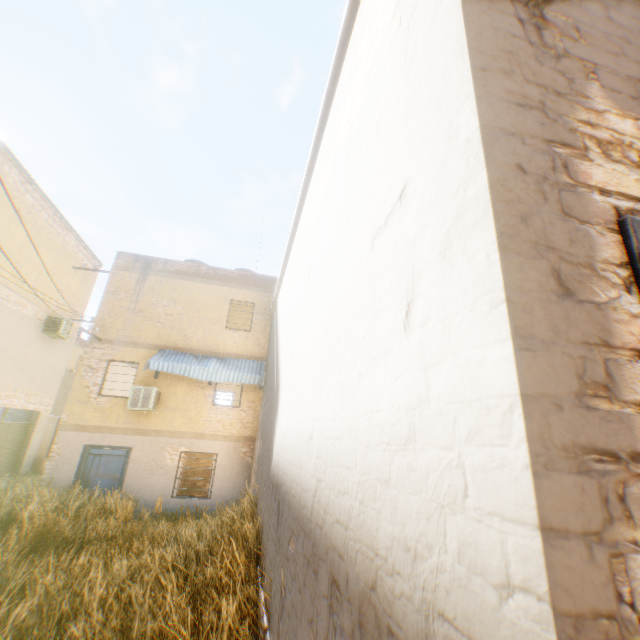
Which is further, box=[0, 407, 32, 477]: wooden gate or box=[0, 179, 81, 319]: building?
box=[0, 407, 32, 477]: wooden gate

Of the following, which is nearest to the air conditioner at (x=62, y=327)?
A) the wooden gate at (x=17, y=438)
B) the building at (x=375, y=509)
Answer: the building at (x=375, y=509)

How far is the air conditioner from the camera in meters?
14.0 m

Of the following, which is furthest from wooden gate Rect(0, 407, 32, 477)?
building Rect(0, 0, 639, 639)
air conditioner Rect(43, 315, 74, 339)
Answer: air conditioner Rect(43, 315, 74, 339)

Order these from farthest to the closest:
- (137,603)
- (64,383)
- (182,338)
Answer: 1. (64,383)
2. (182,338)
3. (137,603)

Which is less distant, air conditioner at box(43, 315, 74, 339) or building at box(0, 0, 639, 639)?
building at box(0, 0, 639, 639)
